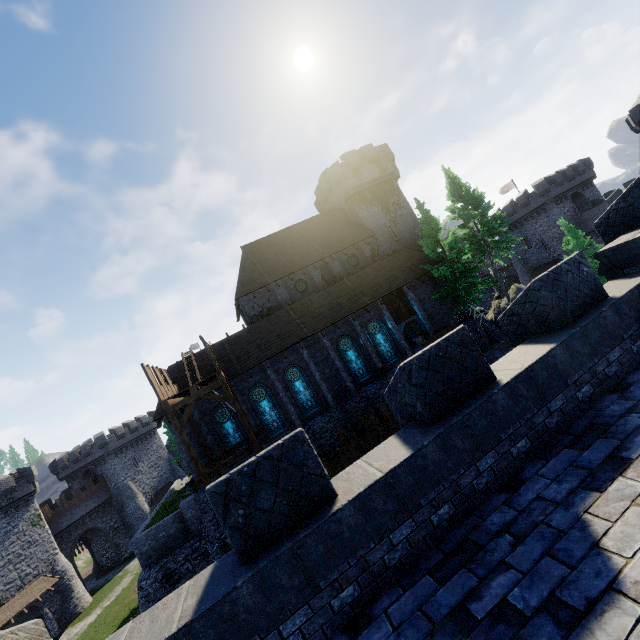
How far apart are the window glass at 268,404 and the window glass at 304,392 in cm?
151

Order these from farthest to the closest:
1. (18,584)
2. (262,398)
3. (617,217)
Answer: (18,584) → (262,398) → (617,217)

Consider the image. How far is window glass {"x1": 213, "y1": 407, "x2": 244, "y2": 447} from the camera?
23.27m

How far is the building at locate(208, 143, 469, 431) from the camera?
25.5m

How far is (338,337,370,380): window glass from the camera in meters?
26.4

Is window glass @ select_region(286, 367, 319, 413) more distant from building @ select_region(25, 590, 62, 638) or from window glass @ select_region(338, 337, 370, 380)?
building @ select_region(25, 590, 62, 638)

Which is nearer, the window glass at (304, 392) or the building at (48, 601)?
the window glass at (304, 392)

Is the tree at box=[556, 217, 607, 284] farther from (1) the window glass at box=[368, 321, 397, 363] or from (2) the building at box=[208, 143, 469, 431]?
(1) the window glass at box=[368, 321, 397, 363]
